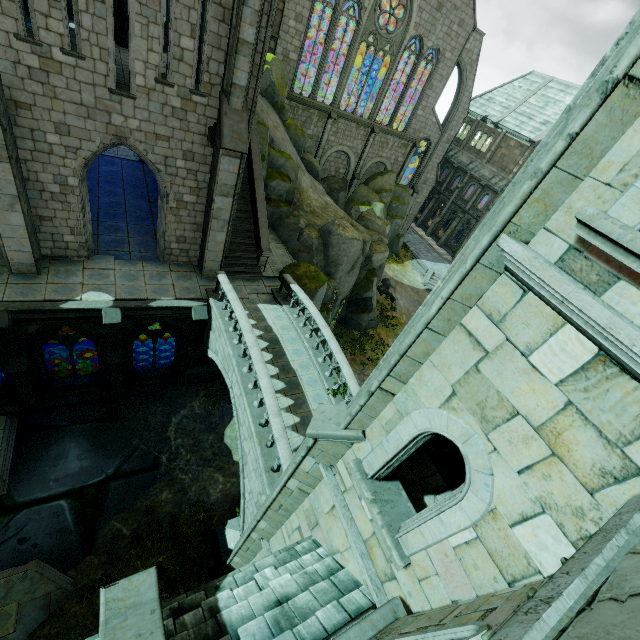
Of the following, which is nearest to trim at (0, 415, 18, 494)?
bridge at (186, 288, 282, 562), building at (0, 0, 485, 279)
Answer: building at (0, 0, 485, 279)

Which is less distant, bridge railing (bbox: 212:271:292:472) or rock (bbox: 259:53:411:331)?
bridge railing (bbox: 212:271:292:472)

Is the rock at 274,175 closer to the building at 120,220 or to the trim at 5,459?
the building at 120,220

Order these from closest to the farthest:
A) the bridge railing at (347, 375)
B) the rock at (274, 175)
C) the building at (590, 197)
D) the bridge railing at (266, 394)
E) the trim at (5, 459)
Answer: the building at (590, 197) < the bridge railing at (266, 394) < the bridge railing at (347, 375) < the trim at (5, 459) < the rock at (274, 175)

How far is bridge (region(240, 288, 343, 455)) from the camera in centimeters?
1114cm

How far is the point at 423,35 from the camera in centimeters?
2680cm

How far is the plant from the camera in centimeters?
1136cm

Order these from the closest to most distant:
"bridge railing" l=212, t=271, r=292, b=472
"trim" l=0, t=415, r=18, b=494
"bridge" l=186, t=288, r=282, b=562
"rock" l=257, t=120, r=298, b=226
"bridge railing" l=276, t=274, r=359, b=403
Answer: "bridge railing" l=212, t=271, r=292, b=472 → "bridge" l=186, t=288, r=282, b=562 → "bridge railing" l=276, t=274, r=359, b=403 → "trim" l=0, t=415, r=18, b=494 → "rock" l=257, t=120, r=298, b=226
